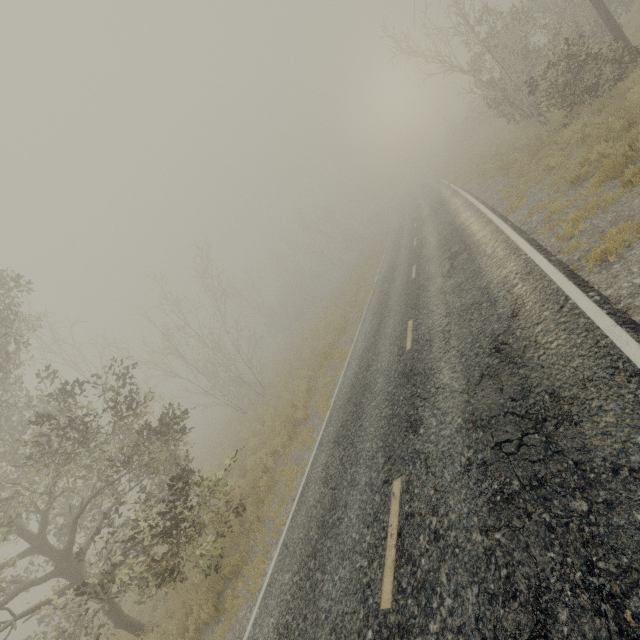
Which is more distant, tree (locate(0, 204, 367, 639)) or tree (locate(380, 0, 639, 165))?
tree (locate(380, 0, 639, 165))

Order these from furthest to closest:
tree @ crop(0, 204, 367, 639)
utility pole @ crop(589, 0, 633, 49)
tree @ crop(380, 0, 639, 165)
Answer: utility pole @ crop(589, 0, 633, 49) → tree @ crop(380, 0, 639, 165) → tree @ crop(0, 204, 367, 639)

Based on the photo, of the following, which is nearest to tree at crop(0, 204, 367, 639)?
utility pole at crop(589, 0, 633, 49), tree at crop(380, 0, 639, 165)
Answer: tree at crop(380, 0, 639, 165)

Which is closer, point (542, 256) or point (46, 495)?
point (542, 256)

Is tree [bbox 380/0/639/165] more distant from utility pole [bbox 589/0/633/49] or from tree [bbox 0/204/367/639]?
tree [bbox 0/204/367/639]

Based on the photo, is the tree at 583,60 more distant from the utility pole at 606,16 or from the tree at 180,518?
the tree at 180,518

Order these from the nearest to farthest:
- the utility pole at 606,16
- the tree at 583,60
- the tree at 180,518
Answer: the tree at 180,518 < the tree at 583,60 < the utility pole at 606,16
